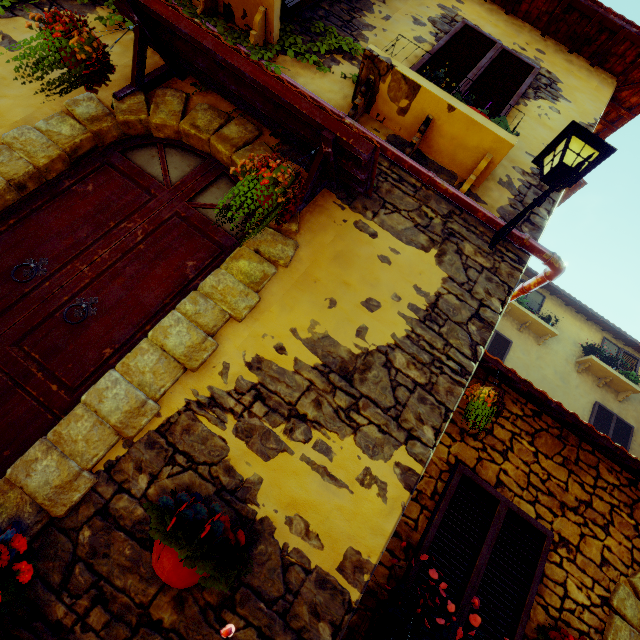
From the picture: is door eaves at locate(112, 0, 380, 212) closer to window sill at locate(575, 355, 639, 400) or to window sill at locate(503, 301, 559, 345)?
window sill at locate(503, 301, 559, 345)

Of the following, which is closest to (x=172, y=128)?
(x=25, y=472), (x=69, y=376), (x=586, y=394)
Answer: (x=69, y=376)

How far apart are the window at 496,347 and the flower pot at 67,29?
8.1 meters

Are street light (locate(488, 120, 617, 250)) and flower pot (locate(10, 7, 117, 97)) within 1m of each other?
no

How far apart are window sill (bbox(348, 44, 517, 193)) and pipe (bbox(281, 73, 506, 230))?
0.06m

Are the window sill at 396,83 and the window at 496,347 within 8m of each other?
yes

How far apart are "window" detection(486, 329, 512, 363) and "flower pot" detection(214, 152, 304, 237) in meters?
7.1

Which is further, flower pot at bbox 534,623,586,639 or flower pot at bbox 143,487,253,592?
flower pot at bbox 534,623,586,639
